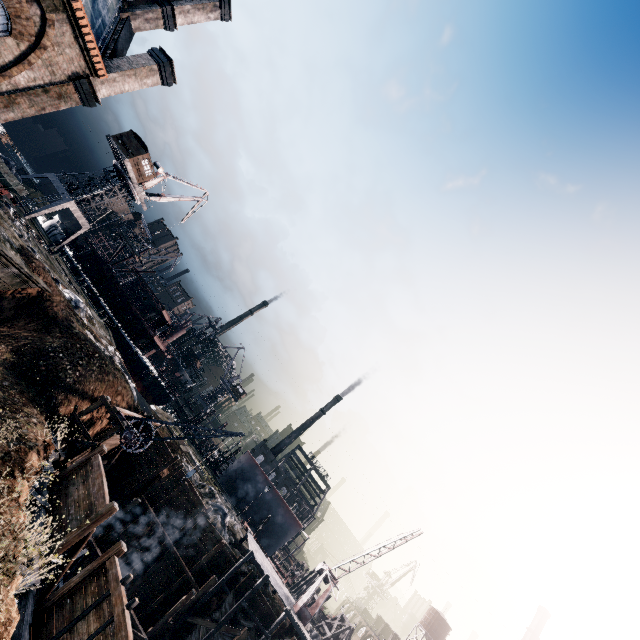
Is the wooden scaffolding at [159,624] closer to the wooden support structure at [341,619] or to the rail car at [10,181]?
the wooden support structure at [341,619]

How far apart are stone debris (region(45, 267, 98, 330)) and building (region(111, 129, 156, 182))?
23.3m

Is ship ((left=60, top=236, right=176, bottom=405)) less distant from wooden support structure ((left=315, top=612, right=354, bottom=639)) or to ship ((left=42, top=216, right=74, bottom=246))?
ship ((left=42, top=216, right=74, bottom=246))

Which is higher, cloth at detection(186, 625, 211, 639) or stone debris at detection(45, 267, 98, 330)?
stone debris at detection(45, 267, 98, 330)

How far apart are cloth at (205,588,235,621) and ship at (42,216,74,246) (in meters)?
58.38

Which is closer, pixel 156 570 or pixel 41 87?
pixel 41 87

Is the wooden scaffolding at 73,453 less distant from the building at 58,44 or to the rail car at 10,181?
the building at 58,44

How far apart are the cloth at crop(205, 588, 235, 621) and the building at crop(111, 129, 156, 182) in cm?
5131
